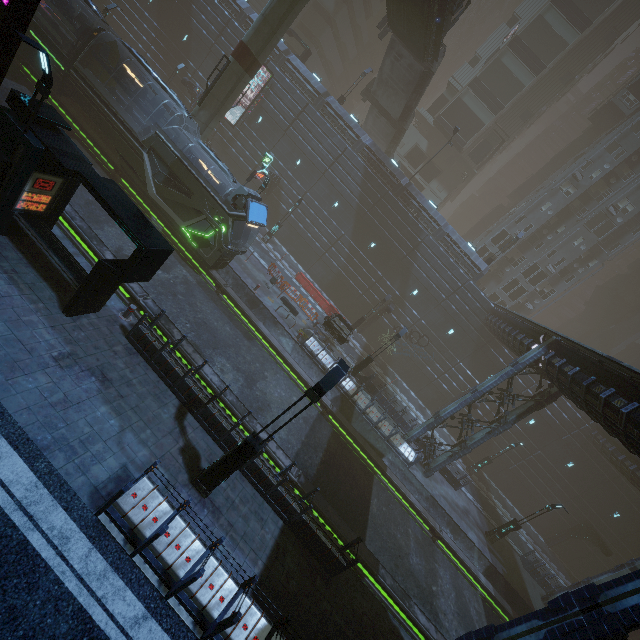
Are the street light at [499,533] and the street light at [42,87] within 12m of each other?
no

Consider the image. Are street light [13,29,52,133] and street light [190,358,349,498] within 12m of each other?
yes

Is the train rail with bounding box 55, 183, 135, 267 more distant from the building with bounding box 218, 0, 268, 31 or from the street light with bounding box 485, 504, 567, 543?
the street light with bounding box 485, 504, 567, 543

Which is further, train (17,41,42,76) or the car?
the car

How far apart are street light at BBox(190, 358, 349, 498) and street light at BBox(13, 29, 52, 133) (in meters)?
10.30

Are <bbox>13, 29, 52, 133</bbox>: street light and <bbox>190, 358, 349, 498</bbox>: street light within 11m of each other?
yes

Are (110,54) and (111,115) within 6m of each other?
yes

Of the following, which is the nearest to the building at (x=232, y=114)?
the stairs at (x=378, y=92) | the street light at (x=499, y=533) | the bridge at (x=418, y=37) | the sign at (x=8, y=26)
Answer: the sign at (x=8, y=26)
